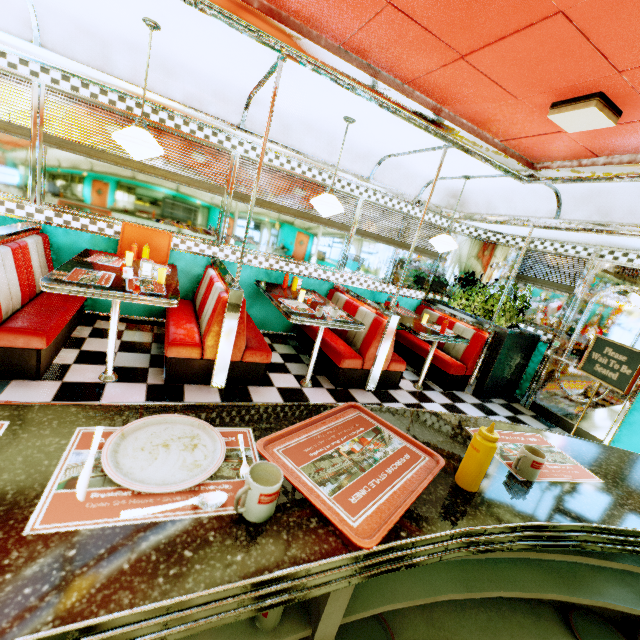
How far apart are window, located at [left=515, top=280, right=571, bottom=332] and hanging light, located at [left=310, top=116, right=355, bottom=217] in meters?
3.8

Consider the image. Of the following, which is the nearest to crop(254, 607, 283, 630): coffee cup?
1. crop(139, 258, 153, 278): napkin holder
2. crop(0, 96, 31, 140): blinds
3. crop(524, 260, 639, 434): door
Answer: crop(139, 258, 153, 278): napkin holder

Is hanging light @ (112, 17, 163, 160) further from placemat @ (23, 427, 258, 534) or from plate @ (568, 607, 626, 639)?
plate @ (568, 607, 626, 639)

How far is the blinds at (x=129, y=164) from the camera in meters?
3.4

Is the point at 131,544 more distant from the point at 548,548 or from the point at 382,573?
→ the point at 548,548

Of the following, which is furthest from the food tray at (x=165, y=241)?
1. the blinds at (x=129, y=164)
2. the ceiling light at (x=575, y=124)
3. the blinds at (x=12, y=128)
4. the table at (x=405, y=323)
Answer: the ceiling light at (x=575, y=124)

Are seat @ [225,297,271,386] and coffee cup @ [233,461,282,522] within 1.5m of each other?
no

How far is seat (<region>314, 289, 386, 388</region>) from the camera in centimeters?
411cm
